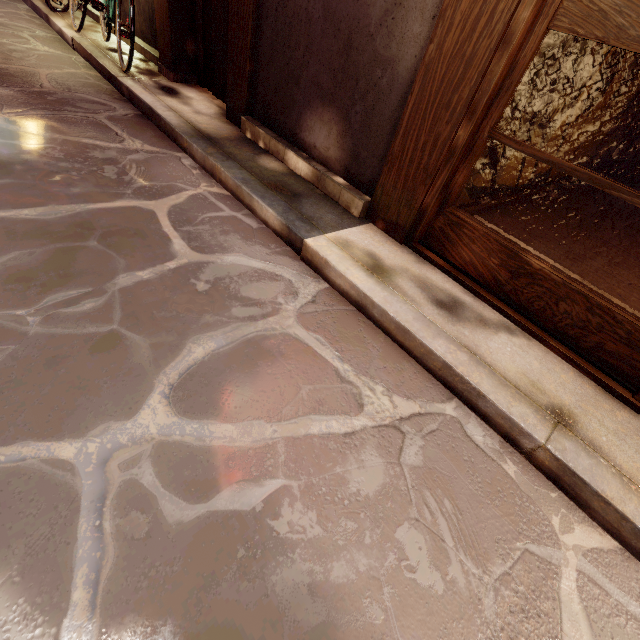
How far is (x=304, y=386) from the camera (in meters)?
2.97

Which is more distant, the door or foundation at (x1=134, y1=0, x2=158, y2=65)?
foundation at (x1=134, y1=0, x2=158, y2=65)

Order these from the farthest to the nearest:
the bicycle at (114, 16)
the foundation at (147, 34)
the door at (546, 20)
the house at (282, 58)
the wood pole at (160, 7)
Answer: the foundation at (147, 34), the wood pole at (160, 7), the bicycle at (114, 16), the house at (282, 58), the door at (546, 20)

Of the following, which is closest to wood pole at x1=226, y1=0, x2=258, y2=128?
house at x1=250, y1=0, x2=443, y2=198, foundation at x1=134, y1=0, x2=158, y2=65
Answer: house at x1=250, y1=0, x2=443, y2=198

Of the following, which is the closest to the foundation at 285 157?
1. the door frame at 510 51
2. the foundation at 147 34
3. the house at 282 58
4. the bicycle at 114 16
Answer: the house at 282 58

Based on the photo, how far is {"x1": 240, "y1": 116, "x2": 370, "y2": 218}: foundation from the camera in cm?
493

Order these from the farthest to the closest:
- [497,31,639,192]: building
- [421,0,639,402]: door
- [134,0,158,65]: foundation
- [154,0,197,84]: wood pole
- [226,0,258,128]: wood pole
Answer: [134,0,158,65]: foundation, [154,0,197,84]: wood pole, [226,0,258,128]: wood pole, [497,31,639,192]: building, [421,0,639,402]: door

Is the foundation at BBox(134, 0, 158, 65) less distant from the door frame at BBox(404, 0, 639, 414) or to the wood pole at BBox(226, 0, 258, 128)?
the wood pole at BBox(226, 0, 258, 128)
